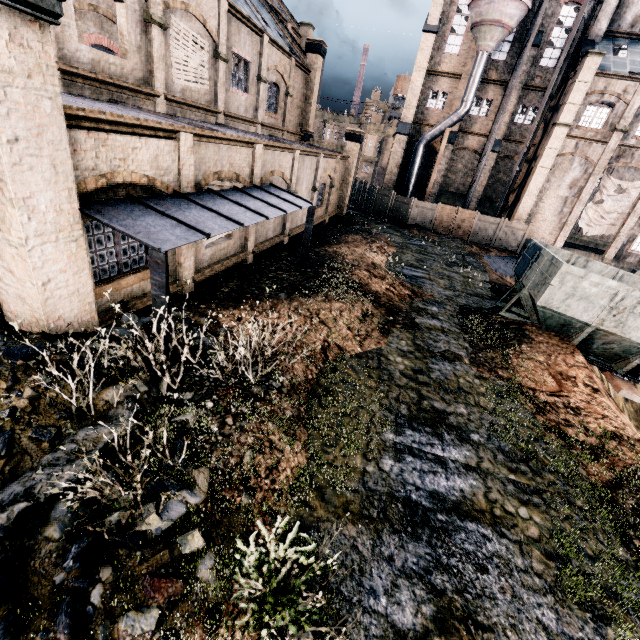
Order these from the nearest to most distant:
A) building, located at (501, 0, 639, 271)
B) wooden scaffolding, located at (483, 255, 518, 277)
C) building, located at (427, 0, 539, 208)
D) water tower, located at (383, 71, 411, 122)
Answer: wooden scaffolding, located at (483, 255, 518, 277) < building, located at (501, 0, 639, 271) < building, located at (427, 0, 539, 208) < water tower, located at (383, 71, 411, 122)

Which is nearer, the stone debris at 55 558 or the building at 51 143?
the stone debris at 55 558

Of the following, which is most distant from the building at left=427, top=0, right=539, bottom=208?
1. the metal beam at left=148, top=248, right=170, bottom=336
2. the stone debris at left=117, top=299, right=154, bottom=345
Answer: the metal beam at left=148, top=248, right=170, bottom=336

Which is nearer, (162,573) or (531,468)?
(162,573)

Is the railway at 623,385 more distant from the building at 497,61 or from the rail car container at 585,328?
the building at 497,61

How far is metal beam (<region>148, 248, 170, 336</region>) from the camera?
6.2 meters

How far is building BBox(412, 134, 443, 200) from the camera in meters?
35.4

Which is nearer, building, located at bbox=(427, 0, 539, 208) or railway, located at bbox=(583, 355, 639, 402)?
railway, located at bbox=(583, 355, 639, 402)
